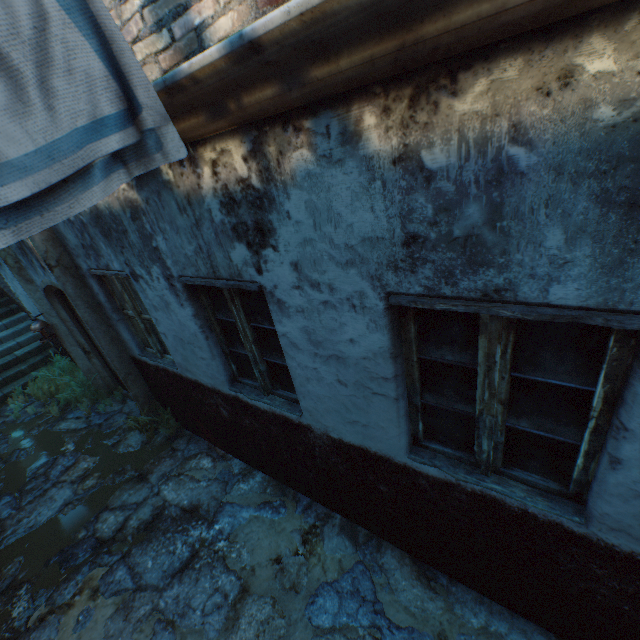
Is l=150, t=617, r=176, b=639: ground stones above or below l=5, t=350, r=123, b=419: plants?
below

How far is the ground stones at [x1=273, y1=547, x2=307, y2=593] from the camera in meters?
3.0 m

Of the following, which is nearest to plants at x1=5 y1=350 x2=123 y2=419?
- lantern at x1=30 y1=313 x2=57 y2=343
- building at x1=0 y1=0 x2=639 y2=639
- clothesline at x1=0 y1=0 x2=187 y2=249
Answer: lantern at x1=30 y1=313 x2=57 y2=343

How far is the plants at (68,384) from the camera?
6.3 meters

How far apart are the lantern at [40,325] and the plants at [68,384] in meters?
1.0

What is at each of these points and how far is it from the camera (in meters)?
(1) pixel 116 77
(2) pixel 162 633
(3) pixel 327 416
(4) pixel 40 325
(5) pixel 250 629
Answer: (1) clothesline, 1.12
(2) ground stones, 2.94
(3) building, 2.64
(4) lantern, 5.56
(5) ground stones, 2.83

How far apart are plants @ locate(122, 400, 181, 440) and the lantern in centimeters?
191cm

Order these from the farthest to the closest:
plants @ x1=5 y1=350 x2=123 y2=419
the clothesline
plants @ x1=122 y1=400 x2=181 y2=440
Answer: plants @ x1=5 y1=350 x2=123 y2=419 < plants @ x1=122 y1=400 x2=181 y2=440 < the clothesline
